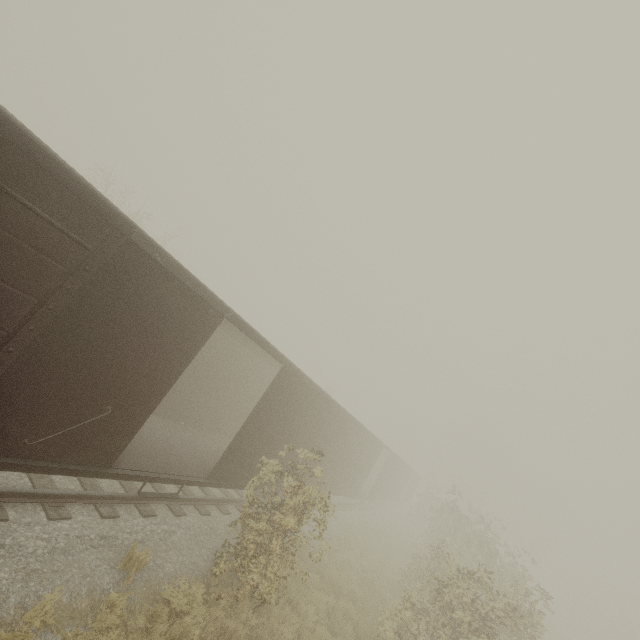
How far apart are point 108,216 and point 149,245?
0.6 meters
